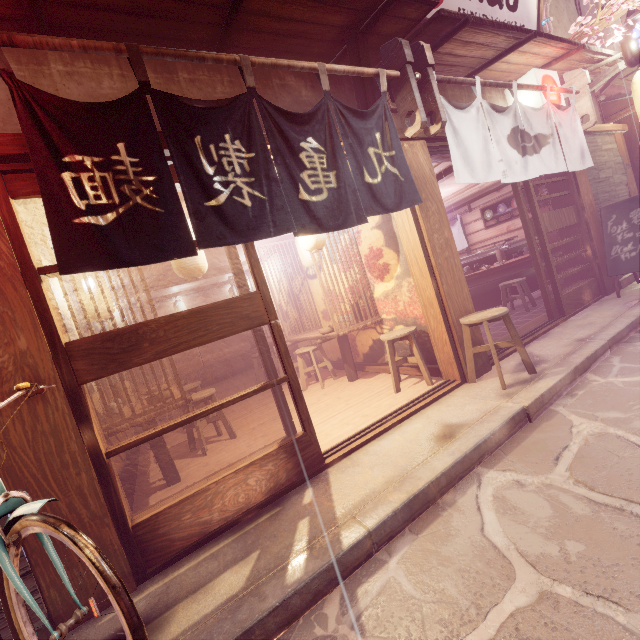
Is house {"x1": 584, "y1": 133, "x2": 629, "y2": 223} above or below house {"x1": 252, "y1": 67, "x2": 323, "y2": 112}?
below

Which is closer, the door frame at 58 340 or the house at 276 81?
the door frame at 58 340

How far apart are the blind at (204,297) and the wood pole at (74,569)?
14.3 meters

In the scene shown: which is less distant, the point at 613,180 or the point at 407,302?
the point at 407,302

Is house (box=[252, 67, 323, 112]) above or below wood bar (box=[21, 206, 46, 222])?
above

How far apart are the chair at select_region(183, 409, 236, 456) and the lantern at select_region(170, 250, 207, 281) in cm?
291

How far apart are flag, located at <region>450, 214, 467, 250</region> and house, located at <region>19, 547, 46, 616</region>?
19.3m

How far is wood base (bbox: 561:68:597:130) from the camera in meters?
9.4
